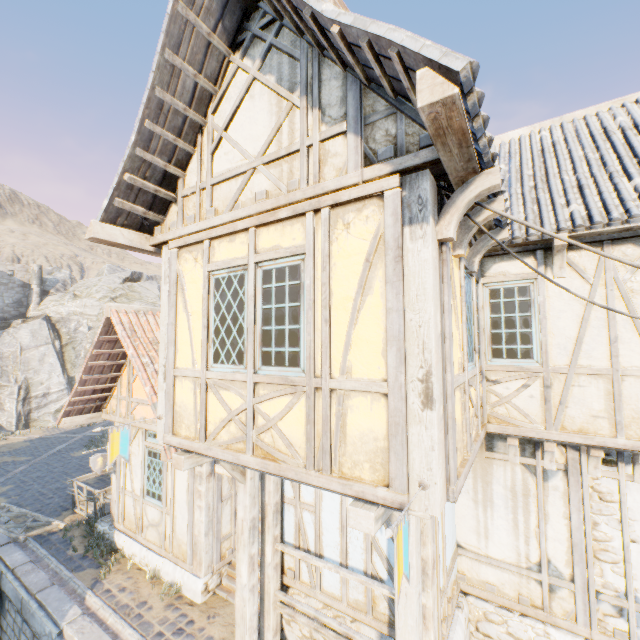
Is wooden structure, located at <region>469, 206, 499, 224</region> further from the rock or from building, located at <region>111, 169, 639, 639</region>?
the rock

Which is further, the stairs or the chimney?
the chimney

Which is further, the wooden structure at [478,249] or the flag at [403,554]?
the wooden structure at [478,249]

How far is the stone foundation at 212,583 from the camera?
6.8m

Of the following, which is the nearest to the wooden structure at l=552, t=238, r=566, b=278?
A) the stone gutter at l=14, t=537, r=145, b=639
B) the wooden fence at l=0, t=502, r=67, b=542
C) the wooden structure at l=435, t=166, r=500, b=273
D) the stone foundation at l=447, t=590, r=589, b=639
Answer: the wooden structure at l=435, t=166, r=500, b=273

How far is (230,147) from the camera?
4.3 meters

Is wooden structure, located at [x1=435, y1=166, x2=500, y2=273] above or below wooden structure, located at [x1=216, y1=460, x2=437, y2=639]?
above

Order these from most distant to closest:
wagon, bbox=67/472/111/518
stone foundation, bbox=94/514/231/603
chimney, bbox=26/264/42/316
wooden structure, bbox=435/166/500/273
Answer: chimney, bbox=26/264/42/316 < wagon, bbox=67/472/111/518 < stone foundation, bbox=94/514/231/603 < wooden structure, bbox=435/166/500/273
